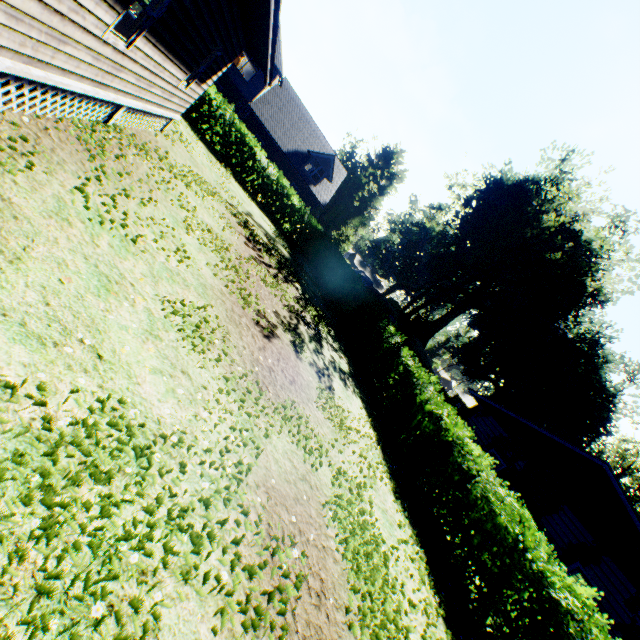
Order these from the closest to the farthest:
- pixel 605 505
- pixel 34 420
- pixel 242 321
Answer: pixel 34 420 → pixel 242 321 → pixel 605 505

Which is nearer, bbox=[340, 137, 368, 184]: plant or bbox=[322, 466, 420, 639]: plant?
bbox=[322, 466, 420, 639]: plant

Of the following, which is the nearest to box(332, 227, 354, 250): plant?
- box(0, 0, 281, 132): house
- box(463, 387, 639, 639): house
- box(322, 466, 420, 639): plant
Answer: box(322, 466, 420, 639): plant

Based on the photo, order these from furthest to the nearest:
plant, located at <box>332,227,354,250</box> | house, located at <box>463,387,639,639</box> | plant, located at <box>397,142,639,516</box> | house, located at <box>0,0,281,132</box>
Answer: plant, located at <box>332,227,354,250</box> → plant, located at <box>397,142,639,516</box> → house, located at <box>463,387,639,639</box> → house, located at <box>0,0,281,132</box>

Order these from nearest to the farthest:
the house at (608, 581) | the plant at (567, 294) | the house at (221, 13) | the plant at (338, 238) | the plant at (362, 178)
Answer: the house at (221, 13)
the house at (608, 581)
the plant at (567, 294)
the plant at (338, 238)
the plant at (362, 178)

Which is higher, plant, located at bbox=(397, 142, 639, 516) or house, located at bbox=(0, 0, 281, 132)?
plant, located at bbox=(397, 142, 639, 516)

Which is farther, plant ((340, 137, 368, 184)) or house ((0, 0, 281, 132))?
plant ((340, 137, 368, 184))

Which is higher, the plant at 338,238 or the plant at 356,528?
the plant at 338,238
